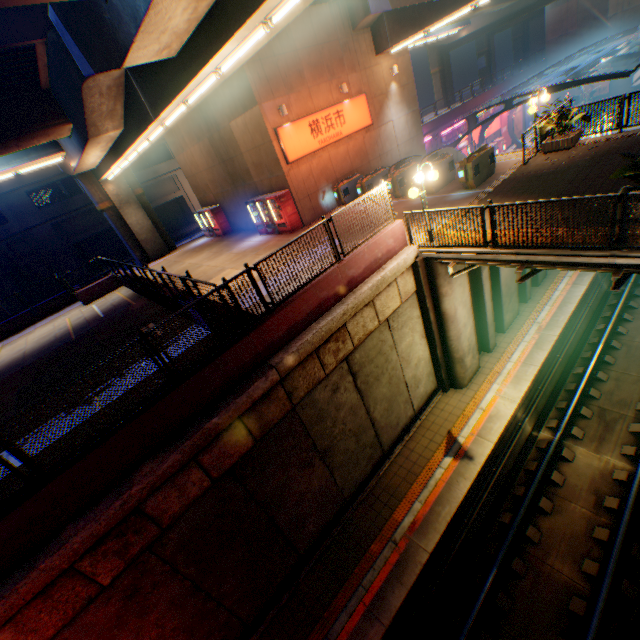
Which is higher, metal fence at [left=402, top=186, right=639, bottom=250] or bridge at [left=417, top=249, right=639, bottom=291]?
metal fence at [left=402, top=186, right=639, bottom=250]

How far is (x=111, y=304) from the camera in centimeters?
1825cm

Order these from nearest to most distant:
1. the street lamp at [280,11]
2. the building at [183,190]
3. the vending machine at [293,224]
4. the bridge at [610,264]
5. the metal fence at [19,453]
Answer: the metal fence at [19,453]
the street lamp at [280,11]
the bridge at [610,264]
the vending machine at [293,224]
the building at [183,190]

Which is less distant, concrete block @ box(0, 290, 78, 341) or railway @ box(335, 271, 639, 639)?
railway @ box(335, 271, 639, 639)

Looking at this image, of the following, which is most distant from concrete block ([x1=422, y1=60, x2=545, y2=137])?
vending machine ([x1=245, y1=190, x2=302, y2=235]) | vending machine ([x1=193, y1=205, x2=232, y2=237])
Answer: vending machine ([x1=193, y1=205, x2=232, y2=237])

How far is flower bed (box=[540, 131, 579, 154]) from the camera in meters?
12.5

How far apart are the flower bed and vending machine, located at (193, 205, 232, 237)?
18.68m

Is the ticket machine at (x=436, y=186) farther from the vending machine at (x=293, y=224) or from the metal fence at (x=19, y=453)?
the vending machine at (x=293, y=224)
